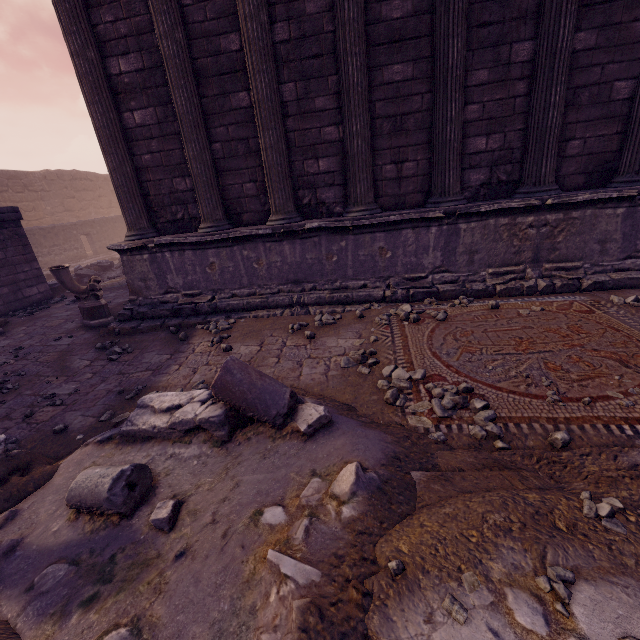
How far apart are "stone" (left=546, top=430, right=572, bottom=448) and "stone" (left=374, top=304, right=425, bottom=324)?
2.21m

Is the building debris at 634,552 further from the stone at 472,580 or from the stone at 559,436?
the stone at 559,436

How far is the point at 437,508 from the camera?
1.80m

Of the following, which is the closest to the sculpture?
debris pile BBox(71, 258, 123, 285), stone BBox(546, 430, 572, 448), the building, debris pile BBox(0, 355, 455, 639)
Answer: the building

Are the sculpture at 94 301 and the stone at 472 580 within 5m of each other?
no

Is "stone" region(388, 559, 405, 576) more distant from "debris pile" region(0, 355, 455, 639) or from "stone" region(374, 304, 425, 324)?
"stone" region(374, 304, 425, 324)

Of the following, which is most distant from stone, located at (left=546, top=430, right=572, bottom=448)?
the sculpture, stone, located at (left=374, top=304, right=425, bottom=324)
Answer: the sculpture

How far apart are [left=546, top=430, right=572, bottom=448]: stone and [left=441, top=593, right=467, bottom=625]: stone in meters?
1.5 m
